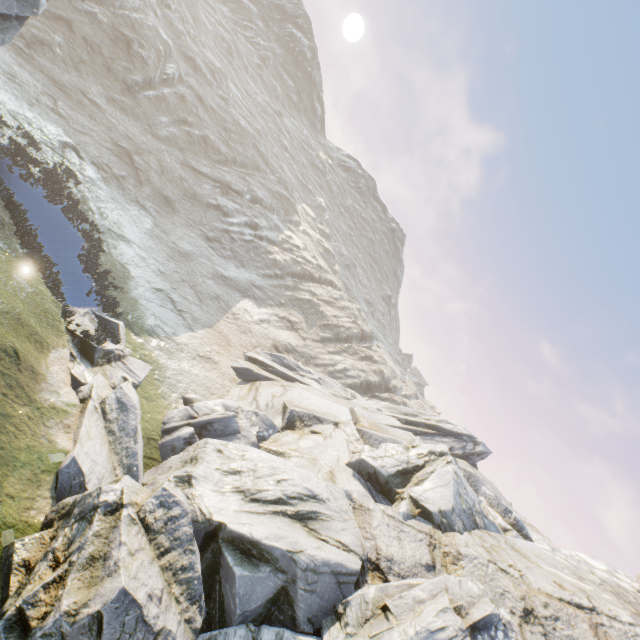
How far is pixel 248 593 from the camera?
7.08m

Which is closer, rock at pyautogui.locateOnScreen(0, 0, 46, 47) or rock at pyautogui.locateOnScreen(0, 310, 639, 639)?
rock at pyautogui.locateOnScreen(0, 310, 639, 639)

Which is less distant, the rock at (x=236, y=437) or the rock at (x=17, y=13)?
the rock at (x=236, y=437)
